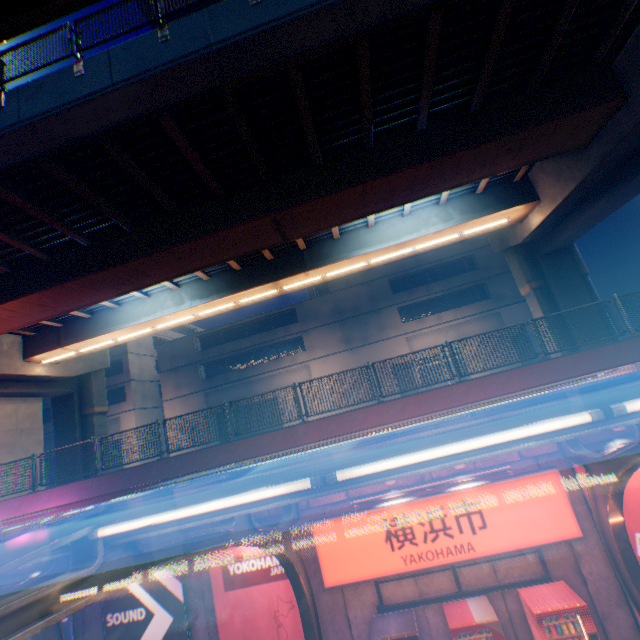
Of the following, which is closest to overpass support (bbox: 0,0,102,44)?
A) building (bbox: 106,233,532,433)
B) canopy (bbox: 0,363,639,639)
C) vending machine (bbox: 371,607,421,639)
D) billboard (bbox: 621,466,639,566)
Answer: canopy (bbox: 0,363,639,639)

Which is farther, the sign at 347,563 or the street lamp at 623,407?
the sign at 347,563

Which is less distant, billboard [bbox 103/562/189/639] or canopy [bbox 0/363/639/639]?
canopy [bbox 0/363/639/639]

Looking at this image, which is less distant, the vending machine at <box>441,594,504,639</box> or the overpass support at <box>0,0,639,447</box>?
the vending machine at <box>441,594,504,639</box>

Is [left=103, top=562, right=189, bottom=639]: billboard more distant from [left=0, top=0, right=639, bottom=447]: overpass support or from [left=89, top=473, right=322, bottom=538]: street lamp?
[left=0, top=0, right=639, bottom=447]: overpass support

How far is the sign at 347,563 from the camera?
8.1 meters

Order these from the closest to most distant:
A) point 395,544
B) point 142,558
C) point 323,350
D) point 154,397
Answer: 1. point 142,558
2. point 395,544
3. point 323,350
4. point 154,397

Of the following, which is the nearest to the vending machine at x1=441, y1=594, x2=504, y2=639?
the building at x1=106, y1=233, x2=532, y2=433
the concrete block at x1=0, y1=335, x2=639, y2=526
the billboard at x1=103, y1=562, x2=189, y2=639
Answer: the concrete block at x1=0, y1=335, x2=639, y2=526
